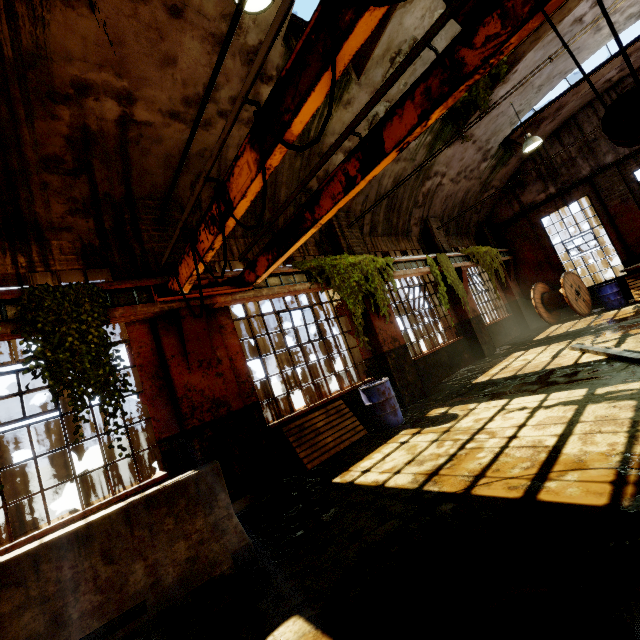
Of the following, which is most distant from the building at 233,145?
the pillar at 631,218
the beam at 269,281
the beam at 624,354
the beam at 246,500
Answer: the beam at 624,354

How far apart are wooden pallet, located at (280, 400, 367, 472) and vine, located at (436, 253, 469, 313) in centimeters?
582cm

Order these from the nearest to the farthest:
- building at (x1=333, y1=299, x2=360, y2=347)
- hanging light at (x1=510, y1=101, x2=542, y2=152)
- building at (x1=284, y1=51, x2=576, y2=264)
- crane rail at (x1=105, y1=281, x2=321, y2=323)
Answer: crane rail at (x1=105, y1=281, x2=321, y2=323) < building at (x1=333, y1=299, x2=360, y2=347) < building at (x1=284, y1=51, x2=576, y2=264) < hanging light at (x1=510, y1=101, x2=542, y2=152)

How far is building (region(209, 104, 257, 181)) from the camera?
6.1 meters

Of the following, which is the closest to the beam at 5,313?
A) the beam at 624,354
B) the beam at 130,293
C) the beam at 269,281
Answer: the beam at 130,293

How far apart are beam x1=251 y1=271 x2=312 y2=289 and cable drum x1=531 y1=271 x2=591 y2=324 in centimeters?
1068cm

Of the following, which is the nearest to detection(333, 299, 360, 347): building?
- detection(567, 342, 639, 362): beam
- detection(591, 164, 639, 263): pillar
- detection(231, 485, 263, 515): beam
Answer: detection(231, 485, 263, 515): beam

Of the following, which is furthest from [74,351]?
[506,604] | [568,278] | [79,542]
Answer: [568,278]
